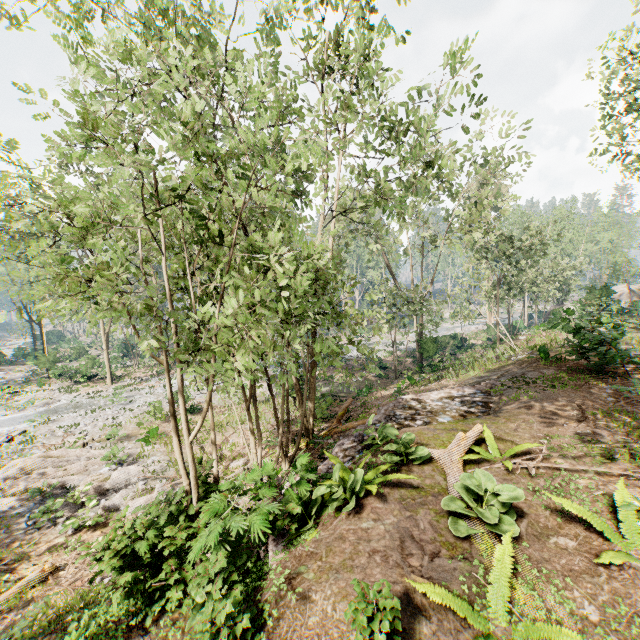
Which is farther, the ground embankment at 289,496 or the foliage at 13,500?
the ground embankment at 289,496

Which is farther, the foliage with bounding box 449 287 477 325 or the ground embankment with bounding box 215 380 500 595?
the foliage with bounding box 449 287 477 325

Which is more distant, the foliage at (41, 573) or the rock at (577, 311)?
the rock at (577, 311)

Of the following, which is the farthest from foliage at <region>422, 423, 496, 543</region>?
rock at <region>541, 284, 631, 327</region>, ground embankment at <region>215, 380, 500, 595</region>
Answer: rock at <region>541, 284, 631, 327</region>

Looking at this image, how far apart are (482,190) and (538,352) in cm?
1247

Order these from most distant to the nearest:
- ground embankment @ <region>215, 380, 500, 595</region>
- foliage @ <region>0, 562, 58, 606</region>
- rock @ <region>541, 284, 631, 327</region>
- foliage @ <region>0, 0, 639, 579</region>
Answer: rock @ <region>541, 284, 631, 327</region> < foliage @ <region>0, 562, 58, 606</region> < ground embankment @ <region>215, 380, 500, 595</region> < foliage @ <region>0, 0, 639, 579</region>

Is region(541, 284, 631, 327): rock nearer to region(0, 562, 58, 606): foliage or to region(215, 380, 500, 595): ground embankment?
region(0, 562, 58, 606): foliage
